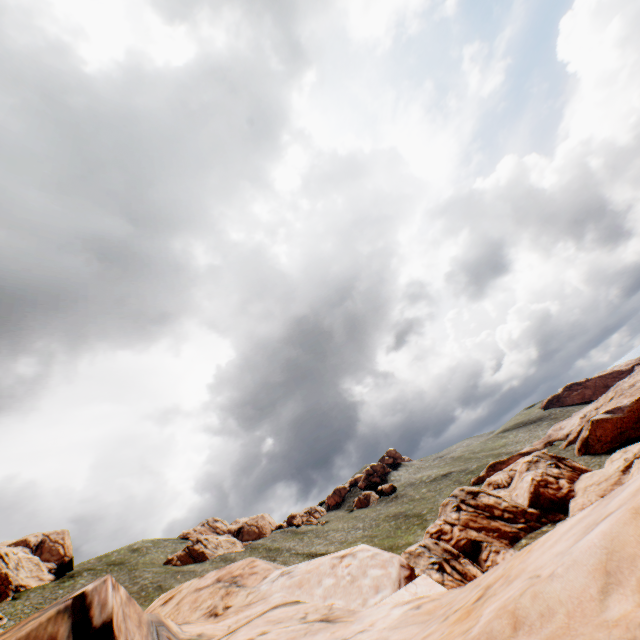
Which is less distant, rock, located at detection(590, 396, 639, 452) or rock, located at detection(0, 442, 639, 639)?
rock, located at detection(0, 442, 639, 639)

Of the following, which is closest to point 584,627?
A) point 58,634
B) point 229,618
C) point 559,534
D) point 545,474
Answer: point 559,534

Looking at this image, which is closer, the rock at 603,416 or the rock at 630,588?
the rock at 630,588
